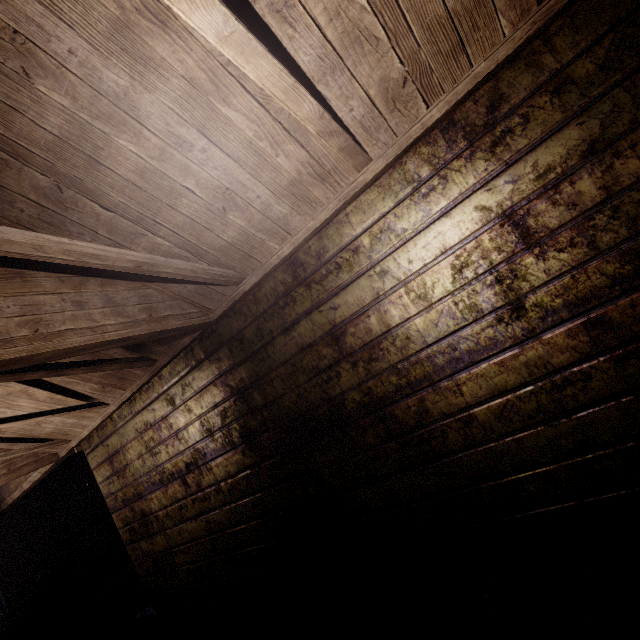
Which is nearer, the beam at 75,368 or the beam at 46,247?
the beam at 46,247

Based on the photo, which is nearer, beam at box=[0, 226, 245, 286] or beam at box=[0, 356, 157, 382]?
beam at box=[0, 226, 245, 286]

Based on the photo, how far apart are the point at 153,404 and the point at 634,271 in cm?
337
